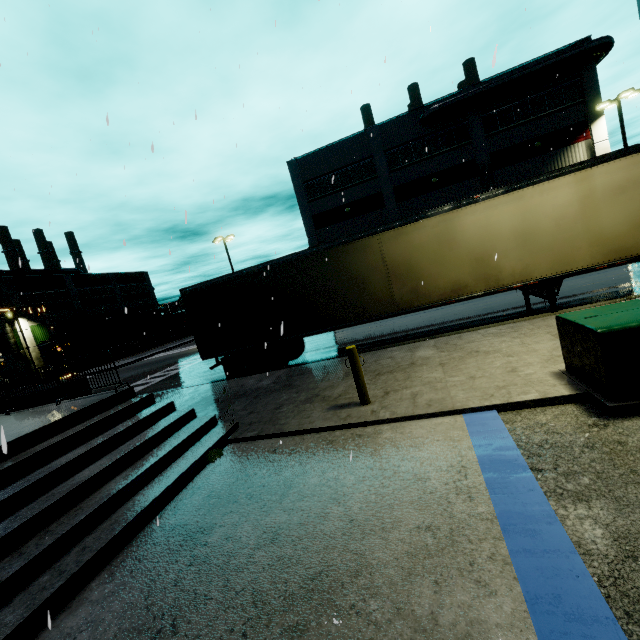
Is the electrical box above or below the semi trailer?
below

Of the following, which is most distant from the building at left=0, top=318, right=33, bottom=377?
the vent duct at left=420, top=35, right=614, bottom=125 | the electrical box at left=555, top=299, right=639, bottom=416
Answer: the electrical box at left=555, top=299, right=639, bottom=416

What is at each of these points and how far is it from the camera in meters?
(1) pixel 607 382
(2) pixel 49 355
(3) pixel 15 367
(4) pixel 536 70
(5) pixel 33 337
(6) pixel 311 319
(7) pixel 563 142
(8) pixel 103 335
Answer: (1) electrical box, 4.2 m
(2) cargo car, 42.8 m
(3) building, 45.5 m
(4) vent duct, 23.8 m
(5) building, 44.6 m
(6) semi trailer, 10.9 m
(7) building, 25.2 m
(8) cargo car, 48.9 m

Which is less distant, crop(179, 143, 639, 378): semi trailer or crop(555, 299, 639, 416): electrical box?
crop(555, 299, 639, 416): electrical box

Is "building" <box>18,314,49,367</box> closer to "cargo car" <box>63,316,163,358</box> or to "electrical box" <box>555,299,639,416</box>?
"cargo car" <box>63,316,163,358</box>

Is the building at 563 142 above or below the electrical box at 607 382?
above

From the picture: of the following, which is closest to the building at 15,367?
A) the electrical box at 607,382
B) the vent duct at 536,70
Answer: the vent duct at 536,70
